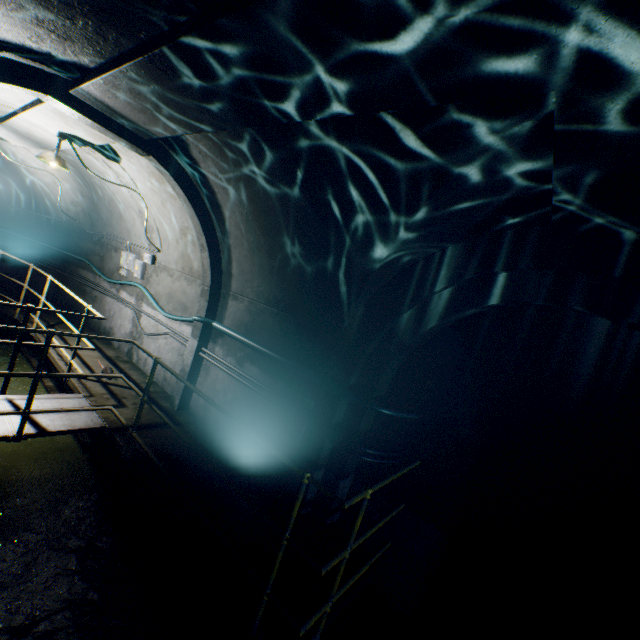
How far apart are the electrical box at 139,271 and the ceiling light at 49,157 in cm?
217

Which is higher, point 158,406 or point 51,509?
point 158,406

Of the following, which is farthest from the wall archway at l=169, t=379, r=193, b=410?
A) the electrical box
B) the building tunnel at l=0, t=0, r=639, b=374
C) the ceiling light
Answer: the electrical box

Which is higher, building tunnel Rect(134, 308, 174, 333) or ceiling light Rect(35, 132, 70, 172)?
ceiling light Rect(35, 132, 70, 172)

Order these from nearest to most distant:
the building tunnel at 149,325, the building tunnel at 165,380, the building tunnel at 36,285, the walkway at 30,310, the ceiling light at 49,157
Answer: the walkway at 30,310
the ceiling light at 49,157
the building tunnel at 165,380
the building tunnel at 149,325
the building tunnel at 36,285

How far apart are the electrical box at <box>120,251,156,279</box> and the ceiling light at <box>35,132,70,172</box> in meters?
2.2 m

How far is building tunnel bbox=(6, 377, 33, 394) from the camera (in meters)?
6.19
